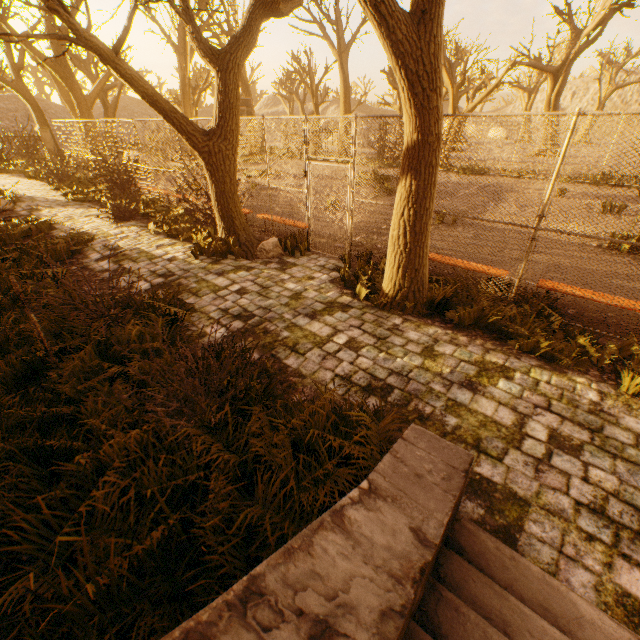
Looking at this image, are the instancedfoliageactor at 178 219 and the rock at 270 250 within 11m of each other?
yes

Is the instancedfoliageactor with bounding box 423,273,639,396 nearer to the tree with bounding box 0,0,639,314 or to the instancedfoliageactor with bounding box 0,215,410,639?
the tree with bounding box 0,0,639,314

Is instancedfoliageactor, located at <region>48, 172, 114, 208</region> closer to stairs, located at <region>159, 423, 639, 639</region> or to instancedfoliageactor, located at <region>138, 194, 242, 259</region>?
instancedfoliageactor, located at <region>138, 194, 242, 259</region>

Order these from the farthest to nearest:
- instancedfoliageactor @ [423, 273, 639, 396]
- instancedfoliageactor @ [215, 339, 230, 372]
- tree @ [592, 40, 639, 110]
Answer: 1. tree @ [592, 40, 639, 110]
2. instancedfoliageactor @ [423, 273, 639, 396]
3. instancedfoliageactor @ [215, 339, 230, 372]

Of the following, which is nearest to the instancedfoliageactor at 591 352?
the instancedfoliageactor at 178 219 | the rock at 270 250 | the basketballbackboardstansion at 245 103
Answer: the rock at 270 250

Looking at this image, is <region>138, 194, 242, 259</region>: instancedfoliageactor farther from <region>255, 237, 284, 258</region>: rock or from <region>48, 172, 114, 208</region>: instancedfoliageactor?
<region>48, 172, 114, 208</region>: instancedfoliageactor

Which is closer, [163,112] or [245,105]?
[163,112]
